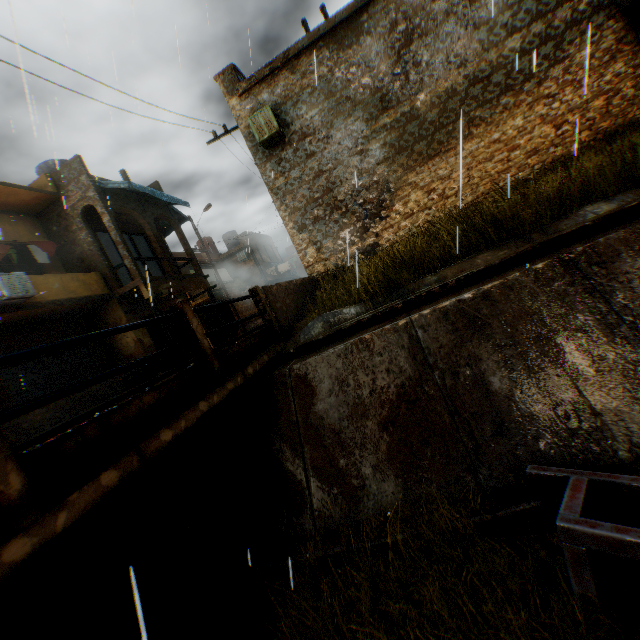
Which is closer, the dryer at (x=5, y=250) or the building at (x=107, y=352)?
the dryer at (x=5, y=250)

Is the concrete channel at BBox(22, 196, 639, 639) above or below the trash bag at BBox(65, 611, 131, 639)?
above

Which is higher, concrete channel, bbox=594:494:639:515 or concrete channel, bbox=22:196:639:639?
concrete channel, bbox=22:196:639:639

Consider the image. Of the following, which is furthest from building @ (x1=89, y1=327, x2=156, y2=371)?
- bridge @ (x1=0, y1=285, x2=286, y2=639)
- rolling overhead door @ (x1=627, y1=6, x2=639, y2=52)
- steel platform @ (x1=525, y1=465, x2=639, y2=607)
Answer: steel platform @ (x1=525, y1=465, x2=639, y2=607)

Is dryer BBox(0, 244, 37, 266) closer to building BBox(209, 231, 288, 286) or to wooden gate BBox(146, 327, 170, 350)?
building BBox(209, 231, 288, 286)

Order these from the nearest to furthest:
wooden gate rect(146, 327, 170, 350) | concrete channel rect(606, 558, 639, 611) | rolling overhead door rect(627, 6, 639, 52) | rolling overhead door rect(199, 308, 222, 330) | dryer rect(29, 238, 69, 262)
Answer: concrete channel rect(606, 558, 639, 611) < rolling overhead door rect(627, 6, 639, 52) < dryer rect(29, 238, 69, 262) < wooden gate rect(146, 327, 170, 350) < rolling overhead door rect(199, 308, 222, 330)

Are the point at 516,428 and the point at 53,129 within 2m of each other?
no

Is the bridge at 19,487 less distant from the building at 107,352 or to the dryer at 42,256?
the building at 107,352
